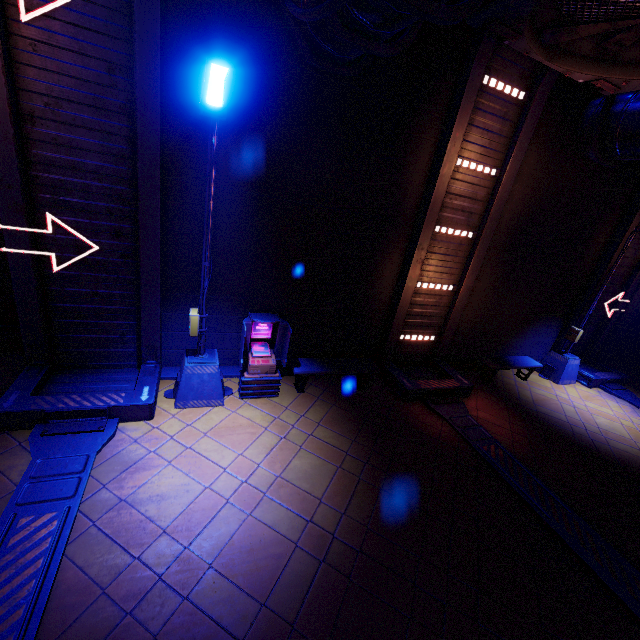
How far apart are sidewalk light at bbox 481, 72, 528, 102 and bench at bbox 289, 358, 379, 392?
7.3 meters

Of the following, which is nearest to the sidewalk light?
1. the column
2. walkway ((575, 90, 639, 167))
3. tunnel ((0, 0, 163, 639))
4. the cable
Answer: walkway ((575, 90, 639, 167))

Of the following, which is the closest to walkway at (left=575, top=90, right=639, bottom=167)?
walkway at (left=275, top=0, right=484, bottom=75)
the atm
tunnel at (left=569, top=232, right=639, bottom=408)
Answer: tunnel at (left=569, top=232, right=639, bottom=408)

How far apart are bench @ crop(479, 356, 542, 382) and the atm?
7.17m

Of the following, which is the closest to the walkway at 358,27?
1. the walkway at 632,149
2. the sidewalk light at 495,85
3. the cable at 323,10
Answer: the cable at 323,10

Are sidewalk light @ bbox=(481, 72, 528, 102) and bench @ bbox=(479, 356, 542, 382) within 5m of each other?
no

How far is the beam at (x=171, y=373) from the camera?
7.83m

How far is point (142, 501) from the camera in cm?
505
